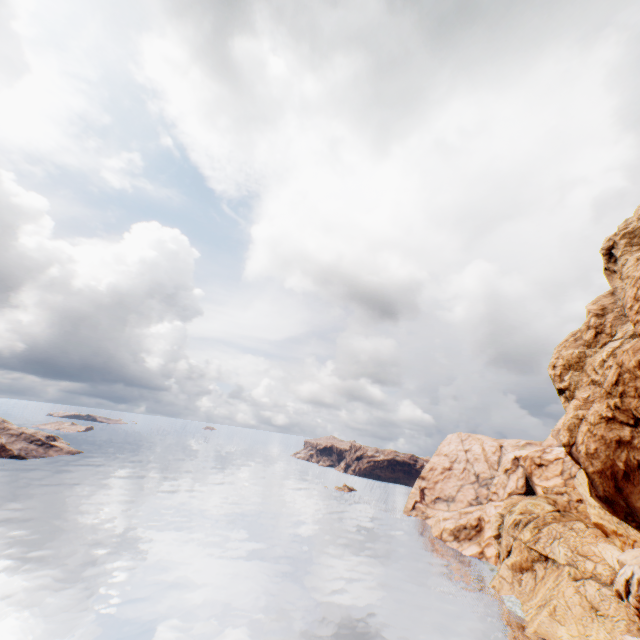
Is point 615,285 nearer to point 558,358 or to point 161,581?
point 558,358
